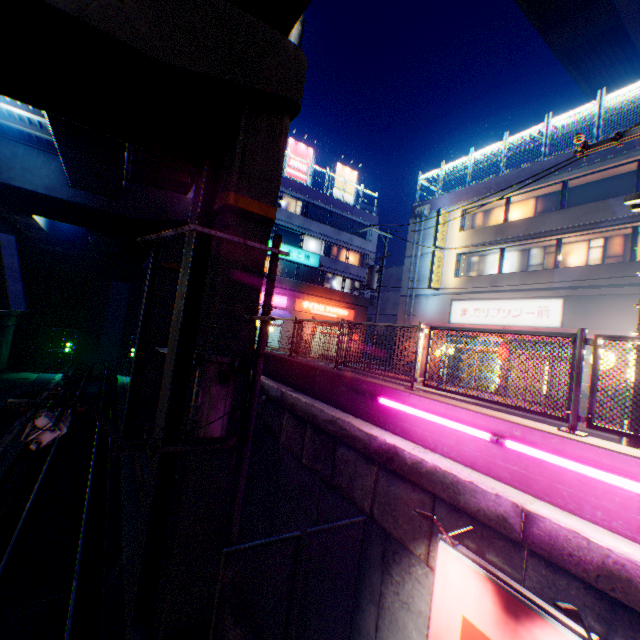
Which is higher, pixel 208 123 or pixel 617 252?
pixel 617 252

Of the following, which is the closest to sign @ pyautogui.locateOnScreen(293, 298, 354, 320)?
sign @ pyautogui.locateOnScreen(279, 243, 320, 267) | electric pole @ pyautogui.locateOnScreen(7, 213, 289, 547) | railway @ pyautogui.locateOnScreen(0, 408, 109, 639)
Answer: sign @ pyautogui.locateOnScreen(279, 243, 320, 267)

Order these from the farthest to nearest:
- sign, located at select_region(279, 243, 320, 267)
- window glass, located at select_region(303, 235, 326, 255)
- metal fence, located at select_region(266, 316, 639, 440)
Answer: window glass, located at select_region(303, 235, 326, 255) → sign, located at select_region(279, 243, 320, 267) → metal fence, located at select_region(266, 316, 639, 440)

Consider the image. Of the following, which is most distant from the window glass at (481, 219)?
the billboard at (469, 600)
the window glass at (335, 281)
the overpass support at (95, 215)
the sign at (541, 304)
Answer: the billboard at (469, 600)

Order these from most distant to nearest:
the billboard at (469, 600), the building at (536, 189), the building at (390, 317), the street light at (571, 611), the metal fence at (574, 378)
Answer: the building at (390, 317)
the building at (536, 189)
the metal fence at (574, 378)
the billboard at (469, 600)
the street light at (571, 611)

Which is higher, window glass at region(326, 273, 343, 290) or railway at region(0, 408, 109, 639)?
window glass at region(326, 273, 343, 290)

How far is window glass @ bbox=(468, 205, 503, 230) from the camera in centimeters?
1970cm

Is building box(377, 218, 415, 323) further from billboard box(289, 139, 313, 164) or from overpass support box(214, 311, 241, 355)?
billboard box(289, 139, 313, 164)
